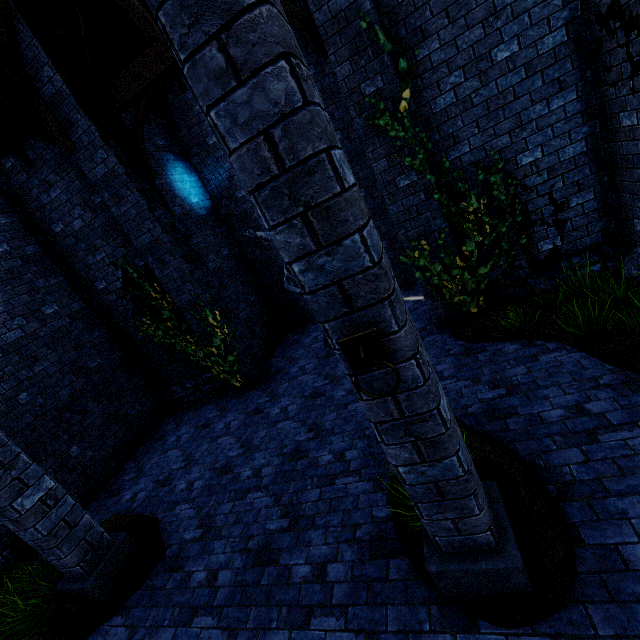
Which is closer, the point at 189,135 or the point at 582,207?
the point at 582,207

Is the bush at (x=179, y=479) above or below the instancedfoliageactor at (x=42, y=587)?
below

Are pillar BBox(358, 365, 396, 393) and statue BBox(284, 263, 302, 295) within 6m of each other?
yes

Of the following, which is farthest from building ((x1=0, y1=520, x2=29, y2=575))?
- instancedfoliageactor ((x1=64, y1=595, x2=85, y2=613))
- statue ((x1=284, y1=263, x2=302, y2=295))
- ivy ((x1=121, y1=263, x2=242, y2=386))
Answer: instancedfoliageactor ((x1=64, y1=595, x2=85, y2=613))

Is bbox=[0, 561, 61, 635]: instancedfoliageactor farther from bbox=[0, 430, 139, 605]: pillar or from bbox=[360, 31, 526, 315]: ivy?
bbox=[360, 31, 526, 315]: ivy

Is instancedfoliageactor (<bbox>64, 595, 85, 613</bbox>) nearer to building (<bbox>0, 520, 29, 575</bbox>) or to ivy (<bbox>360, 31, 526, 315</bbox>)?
building (<bbox>0, 520, 29, 575</bbox>)

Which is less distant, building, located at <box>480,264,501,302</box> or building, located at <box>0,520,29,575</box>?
building, located at <box>0,520,29,575</box>

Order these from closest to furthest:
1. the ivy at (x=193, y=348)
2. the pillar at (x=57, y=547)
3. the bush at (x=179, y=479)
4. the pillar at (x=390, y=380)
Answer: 1. the pillar at (x=390, y=380)
2. the pillar at (x=57, y=547)
3. the bush at (x=179, y=479)
4. the ivy at (x=193, y=348)
